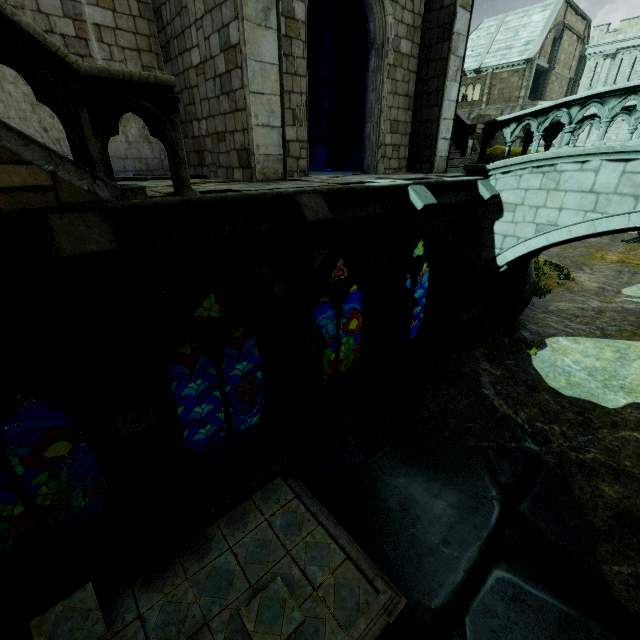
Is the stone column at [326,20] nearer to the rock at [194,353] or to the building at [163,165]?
the building at [163,165]

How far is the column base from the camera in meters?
12.9

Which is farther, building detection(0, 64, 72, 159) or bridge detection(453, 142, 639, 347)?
bridge detection(453, 142, 639, 347)

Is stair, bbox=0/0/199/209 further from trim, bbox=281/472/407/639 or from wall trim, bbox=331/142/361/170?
wall trim, bbox=331/142/361/170

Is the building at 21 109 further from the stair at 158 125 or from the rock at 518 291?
the stair at 158 125

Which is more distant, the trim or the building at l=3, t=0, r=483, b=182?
the building at l=3, t=0, r=483, b=182

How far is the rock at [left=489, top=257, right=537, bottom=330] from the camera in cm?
1229

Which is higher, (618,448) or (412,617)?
(618,448)
